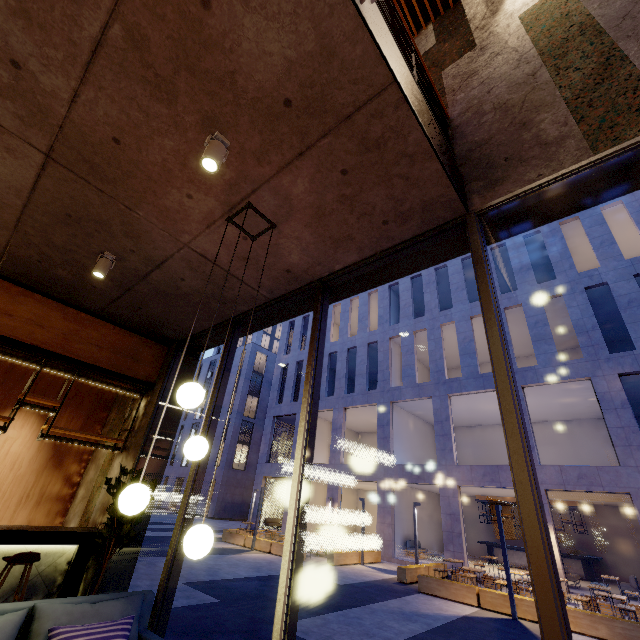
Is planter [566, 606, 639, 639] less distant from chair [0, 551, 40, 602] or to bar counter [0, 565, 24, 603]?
bar counter [0, 565, 24, 603]

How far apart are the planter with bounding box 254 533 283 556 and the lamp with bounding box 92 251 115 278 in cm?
1565

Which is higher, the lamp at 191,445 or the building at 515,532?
the lamp at 191,445

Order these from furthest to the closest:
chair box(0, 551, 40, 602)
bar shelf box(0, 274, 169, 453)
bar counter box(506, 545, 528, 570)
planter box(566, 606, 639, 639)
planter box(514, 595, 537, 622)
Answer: bar counter box(506, 545, 528, 570) < planter box(514, 595, 537, 622) < planter box(566, 606, 639, 639) < bar shelf box(0, 274, 169, 453) < chair box(0, 551, 40, 602)

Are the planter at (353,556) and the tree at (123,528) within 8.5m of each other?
no

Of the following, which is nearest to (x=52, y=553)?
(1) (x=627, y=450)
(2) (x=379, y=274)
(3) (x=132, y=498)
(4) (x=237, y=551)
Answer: (3) (x=132, y=498)

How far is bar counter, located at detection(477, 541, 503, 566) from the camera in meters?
19.3 m
